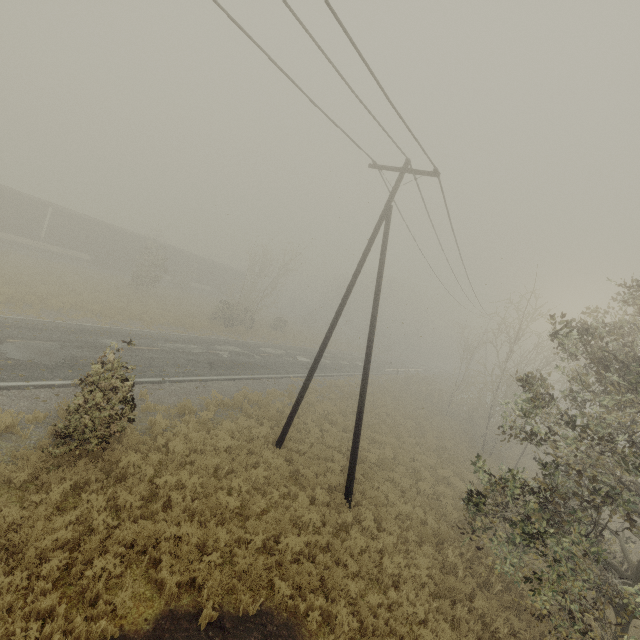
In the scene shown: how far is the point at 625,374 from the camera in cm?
693

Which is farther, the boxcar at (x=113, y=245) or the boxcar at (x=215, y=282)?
the boxcar at (x=215, y=282)

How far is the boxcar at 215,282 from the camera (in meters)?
42.19

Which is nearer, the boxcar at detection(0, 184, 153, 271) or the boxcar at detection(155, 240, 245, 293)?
the boxcar at detection(0, 184, 153, 271)

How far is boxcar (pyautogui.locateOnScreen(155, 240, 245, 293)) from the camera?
42.2 meters
